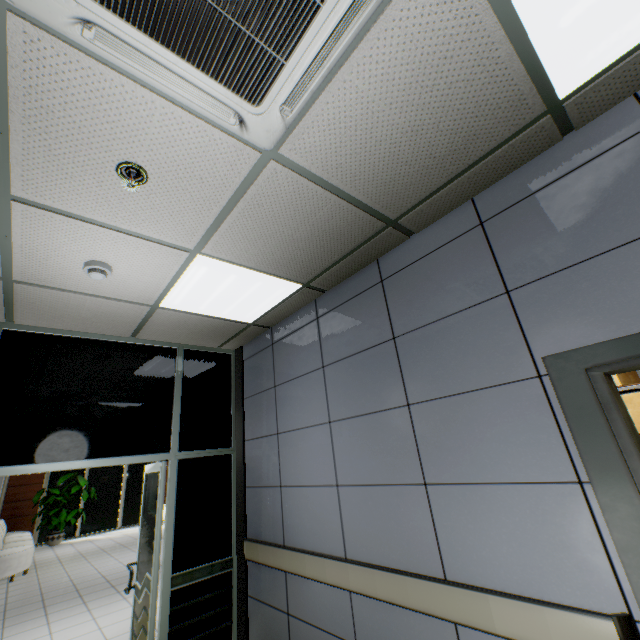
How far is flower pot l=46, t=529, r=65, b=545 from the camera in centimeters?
1084cm

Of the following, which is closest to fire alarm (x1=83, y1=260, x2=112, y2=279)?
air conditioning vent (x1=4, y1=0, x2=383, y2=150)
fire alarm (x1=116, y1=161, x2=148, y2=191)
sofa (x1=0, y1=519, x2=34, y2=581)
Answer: fire alarm (x1=116, y1=161, x2=148, y2=191)

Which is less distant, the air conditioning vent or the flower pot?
the air conditioning vent

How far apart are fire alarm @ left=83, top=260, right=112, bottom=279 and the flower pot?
13.7m

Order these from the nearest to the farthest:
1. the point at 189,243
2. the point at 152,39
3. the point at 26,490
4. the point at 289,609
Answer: the point at 152,39
the point at 189,243
the point at 289,609
the point at 26,490

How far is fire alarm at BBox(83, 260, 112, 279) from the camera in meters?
2.2 m

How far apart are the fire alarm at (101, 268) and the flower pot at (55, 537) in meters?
13.7 m

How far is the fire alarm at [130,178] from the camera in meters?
1.6 m
